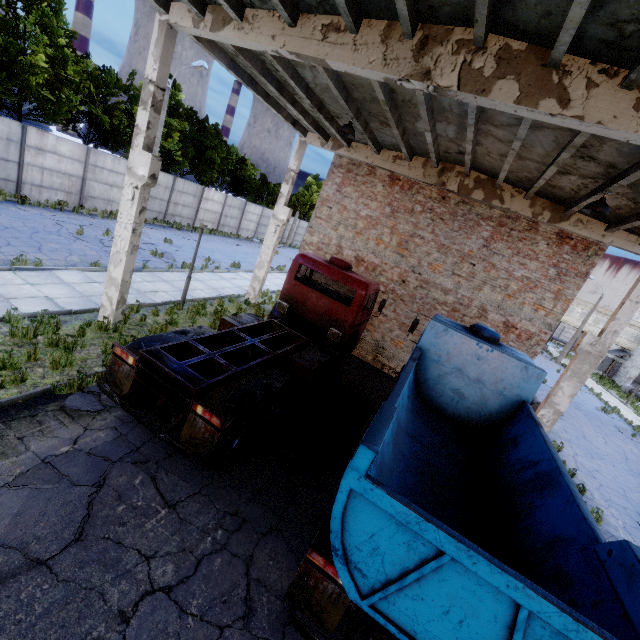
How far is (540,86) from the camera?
4.70m

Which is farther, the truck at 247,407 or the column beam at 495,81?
the truck at 247,407

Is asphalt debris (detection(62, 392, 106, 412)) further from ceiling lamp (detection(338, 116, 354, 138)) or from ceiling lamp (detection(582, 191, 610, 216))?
ceiling lamp (detection(582, 191, 610, 216))

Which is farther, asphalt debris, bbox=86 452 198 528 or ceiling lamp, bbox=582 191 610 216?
ceiling lamp, bbox=582 191 610 216

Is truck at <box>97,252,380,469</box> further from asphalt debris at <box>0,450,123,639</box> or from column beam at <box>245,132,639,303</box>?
column beam at <box>245,132,639,303</box>

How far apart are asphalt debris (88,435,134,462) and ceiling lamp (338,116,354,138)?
9.5 meters

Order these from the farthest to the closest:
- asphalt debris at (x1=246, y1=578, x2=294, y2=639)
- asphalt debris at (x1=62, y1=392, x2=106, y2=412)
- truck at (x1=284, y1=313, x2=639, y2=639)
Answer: asphalt debris at (x1=62, y1=392, x2=106, y2=412)
asphalt debris at (x1=246, y1=578, x2=294, y2=639)
truck at (x1=284, y1=313, x2=639, y2=639)

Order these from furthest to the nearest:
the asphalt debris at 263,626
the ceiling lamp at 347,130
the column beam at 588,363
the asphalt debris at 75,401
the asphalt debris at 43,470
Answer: the column beam at 588,363
the ceiling lamp at 347,130
the asphalt debris at 75,401
the asphalt debris at 43,470
the asphalt debris at 263,626
